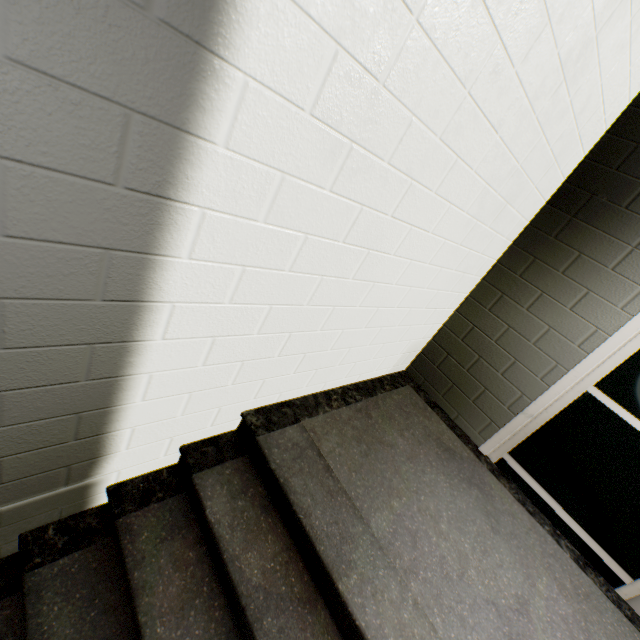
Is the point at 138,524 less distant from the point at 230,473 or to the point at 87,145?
the point at 230,473
